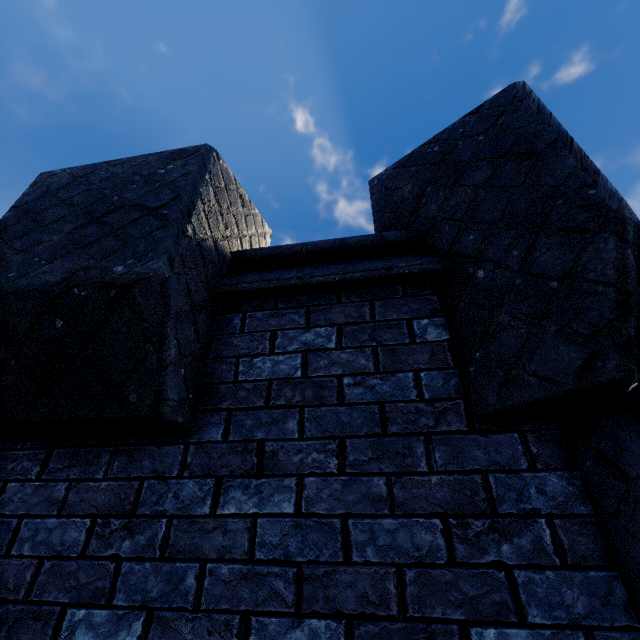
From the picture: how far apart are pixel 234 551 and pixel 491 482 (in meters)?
1.05
